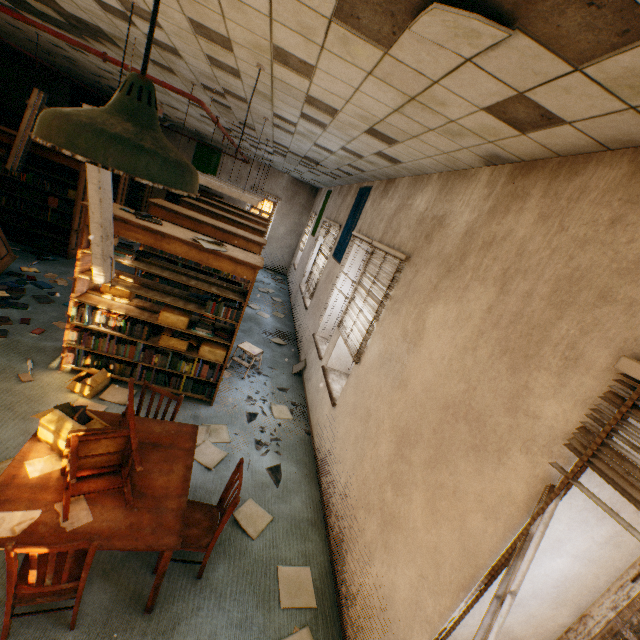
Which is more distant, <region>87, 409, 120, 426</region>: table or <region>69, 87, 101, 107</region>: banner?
<region>69, 87, 101, 107</region>: banner

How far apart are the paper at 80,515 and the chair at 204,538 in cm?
68

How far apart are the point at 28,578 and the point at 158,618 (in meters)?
0.94

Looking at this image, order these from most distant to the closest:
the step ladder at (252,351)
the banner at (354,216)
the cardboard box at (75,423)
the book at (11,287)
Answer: the banner at (354,216) → the step ladder at (252,351) → the book at (11,287) → the cardboard box at (75,423)

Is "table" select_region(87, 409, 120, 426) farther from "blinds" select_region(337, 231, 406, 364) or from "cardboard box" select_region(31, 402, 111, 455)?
"blinds" select_region(337, 231, 406, 364)

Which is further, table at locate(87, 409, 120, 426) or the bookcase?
the bookcase

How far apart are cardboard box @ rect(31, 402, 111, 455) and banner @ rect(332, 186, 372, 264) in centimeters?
481cm

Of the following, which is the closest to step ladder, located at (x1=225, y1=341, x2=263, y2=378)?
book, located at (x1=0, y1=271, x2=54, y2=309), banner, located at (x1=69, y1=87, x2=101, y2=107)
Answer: book, located at (x1=0, y1=271, x2=54, y2=309)
